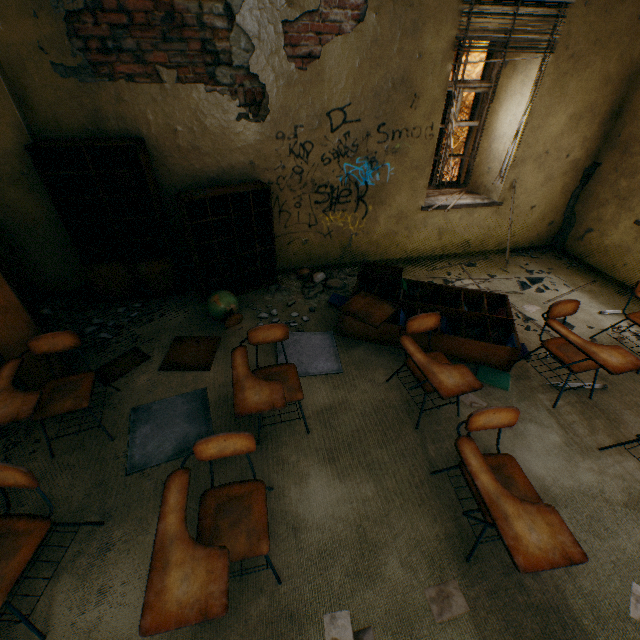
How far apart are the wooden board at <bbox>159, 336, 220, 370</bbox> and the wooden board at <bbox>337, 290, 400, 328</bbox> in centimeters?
140cm

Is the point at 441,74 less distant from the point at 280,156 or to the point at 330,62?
the point at 330,62

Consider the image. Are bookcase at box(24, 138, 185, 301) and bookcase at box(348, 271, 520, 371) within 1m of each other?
no

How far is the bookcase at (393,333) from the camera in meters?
3.4

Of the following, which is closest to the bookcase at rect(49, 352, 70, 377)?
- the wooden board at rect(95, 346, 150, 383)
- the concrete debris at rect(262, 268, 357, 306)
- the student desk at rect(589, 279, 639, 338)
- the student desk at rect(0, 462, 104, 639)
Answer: the wooden board at rect(95, 346, 150, 383)

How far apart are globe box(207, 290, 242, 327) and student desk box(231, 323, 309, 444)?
1.2 meters

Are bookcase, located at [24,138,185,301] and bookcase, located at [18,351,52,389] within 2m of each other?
yes

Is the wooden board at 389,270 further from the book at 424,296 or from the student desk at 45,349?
the student desk at 45,349
